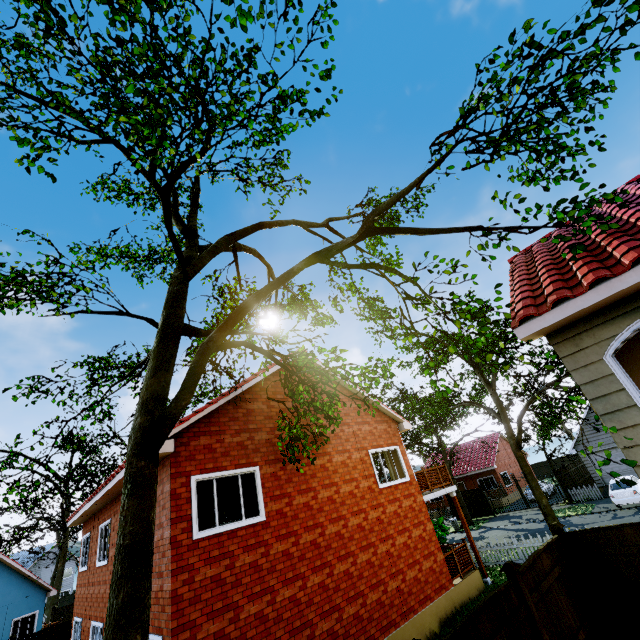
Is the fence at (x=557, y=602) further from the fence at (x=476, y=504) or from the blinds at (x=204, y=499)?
the fence at (x=476, y=504)

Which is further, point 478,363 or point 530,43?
point 478,363

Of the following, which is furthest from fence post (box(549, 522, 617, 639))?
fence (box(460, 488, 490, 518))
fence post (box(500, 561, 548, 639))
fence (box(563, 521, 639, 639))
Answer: fence (box(460, 488, 490, 518))

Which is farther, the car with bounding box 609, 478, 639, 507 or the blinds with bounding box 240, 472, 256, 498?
the car with bounding box 609, 478, 639, 507

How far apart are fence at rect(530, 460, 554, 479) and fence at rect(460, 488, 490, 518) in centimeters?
2279cm

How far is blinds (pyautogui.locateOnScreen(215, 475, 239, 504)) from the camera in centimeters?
866cm

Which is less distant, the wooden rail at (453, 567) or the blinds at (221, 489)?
the blinds at (221, 489)

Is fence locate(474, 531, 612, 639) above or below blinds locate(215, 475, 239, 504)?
below
